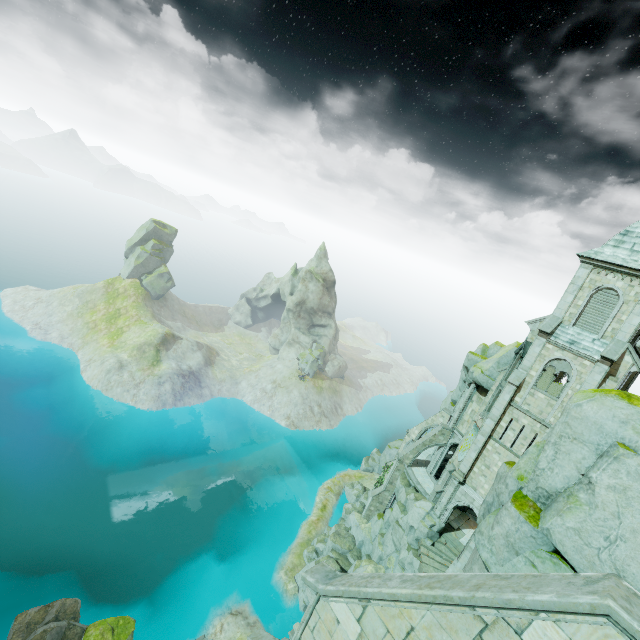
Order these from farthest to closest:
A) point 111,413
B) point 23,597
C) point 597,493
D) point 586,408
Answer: point 111,413 → point 23,597 → point 586,408 → point 597,493

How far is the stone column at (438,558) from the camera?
28.2 meters

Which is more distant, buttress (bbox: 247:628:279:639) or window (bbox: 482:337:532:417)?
window (bbox: 482:337:532:417)

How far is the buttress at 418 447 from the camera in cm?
3747

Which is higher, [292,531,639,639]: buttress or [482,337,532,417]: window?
[482,337,532,417]: window

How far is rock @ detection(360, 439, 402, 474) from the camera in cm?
5521

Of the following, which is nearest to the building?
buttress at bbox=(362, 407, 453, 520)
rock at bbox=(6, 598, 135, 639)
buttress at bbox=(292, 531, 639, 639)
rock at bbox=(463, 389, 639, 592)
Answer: buttress at bbox=(362, 407, 453, 520)

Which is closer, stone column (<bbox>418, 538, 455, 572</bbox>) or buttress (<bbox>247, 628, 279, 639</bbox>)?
buttress (<bbox>247, 628, 279, 639</bbox>)
